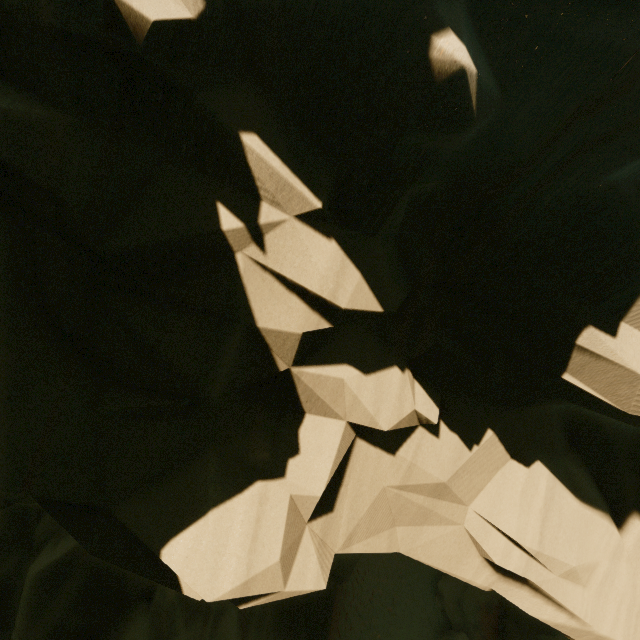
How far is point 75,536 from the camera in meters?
3.4
